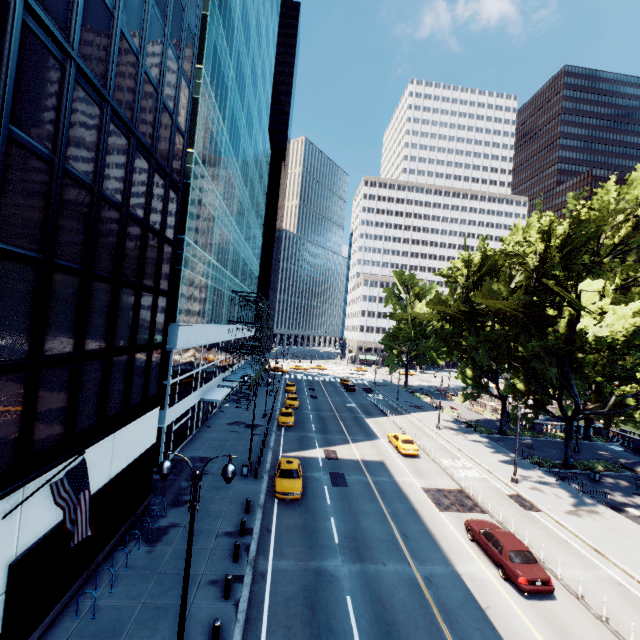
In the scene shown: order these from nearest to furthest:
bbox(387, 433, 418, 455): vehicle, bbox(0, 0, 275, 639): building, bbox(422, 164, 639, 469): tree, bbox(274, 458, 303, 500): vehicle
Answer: bbox(0, 0, 275, 639): building
bbox(274, 458, 303, 500): vehicle
bbox(422, 164, 639, 469): tree
bbox(387, 433, 418, 455): vehicle

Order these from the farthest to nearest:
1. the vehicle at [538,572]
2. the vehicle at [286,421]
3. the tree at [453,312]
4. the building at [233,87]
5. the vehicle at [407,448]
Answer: the vehicle at [286,421] < the vehicle at [407,448] < the tree at [453,312] < the vehicle at [538,572] < the building at [233,87]

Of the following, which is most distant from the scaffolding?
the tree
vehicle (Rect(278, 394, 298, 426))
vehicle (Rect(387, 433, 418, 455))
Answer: the tree

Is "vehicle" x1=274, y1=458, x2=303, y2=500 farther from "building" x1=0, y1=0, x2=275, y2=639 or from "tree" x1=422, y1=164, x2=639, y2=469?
"tree" x1=422, y1=164, x2=639, y2=469

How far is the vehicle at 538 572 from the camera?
15.0m

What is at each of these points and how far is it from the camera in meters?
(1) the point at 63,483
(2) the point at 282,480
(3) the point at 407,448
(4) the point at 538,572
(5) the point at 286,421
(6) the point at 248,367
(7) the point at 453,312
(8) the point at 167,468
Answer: (1) flag, 9.2 m
(2) vehicle, 22.4 m
(3) vehicle, 31.3 m
(4) vehicle, 15.4 m
(5) vehicle, 36.9 m
(6) scaffolding, 55.9 m
(7) tree, 38.7 m
(8) light, 9.4 m

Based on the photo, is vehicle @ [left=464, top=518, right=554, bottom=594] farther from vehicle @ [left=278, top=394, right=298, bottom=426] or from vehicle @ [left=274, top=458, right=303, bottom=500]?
vehicle @ [left=278, top=394, right=298, bottom=426]

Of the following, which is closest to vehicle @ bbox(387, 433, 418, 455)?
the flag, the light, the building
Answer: the building
